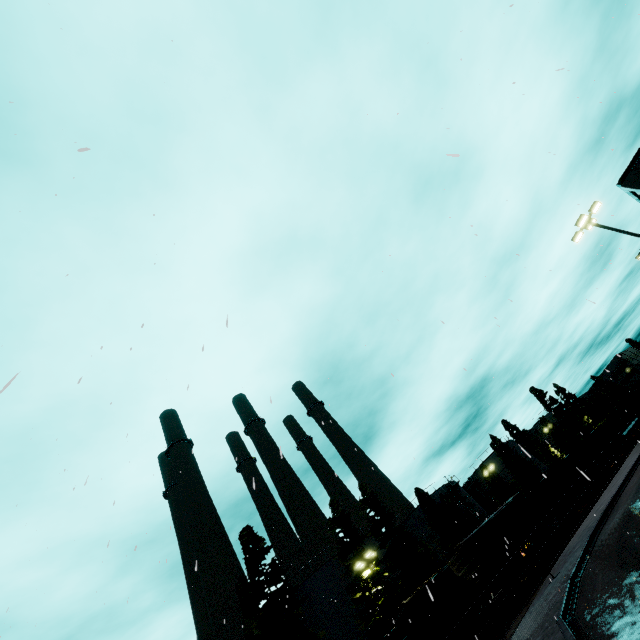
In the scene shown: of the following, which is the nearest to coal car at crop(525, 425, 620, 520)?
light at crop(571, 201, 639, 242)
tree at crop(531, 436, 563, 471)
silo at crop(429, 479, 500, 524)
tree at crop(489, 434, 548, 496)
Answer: tree at crop(489, 434, 548, 496)

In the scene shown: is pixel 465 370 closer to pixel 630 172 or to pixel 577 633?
pixel 577 633

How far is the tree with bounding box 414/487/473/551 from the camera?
41.7 meters

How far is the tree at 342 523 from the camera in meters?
31.3 m

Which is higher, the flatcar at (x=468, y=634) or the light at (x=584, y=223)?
the light at (x=584, y=223)

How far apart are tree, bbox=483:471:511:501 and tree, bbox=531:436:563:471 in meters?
12.7

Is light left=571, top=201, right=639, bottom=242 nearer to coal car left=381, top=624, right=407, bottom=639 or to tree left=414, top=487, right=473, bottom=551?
coal car left=381, top=624, right=407, bottom=639

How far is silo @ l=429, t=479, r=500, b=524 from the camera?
48.3 meters
